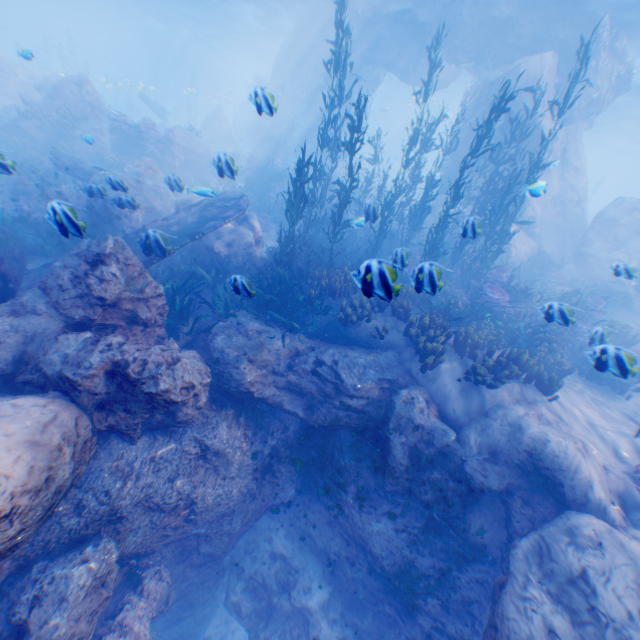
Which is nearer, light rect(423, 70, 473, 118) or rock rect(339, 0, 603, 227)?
rock rect(339, 0, 603, 227)

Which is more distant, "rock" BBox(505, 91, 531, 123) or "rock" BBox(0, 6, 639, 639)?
"rock" BBox(505, 91, 531, 123)

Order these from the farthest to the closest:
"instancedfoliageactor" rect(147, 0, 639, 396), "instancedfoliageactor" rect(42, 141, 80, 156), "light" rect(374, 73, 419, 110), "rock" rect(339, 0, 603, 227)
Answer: "light" rect(374, 73, 419, 110) → "instancedfoliageactor" rect(42, 141, 80, 156) → "rock" rect(339, 0, 603, 227) → "instancedfoliageactor" rect(147, 0, 639, 396)

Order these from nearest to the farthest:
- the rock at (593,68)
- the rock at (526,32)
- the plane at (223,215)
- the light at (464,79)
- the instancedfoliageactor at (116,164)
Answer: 1. the plane at (223,215)
2. the rock at (593,68)
3. the rock at (526,32)
4. the instancedfoliageactor at (116,164)
5. the light at (464,79)

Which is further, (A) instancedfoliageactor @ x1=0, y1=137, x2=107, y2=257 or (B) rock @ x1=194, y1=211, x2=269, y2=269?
(B) rock @ x1=194, y1=211, x2=269, y2=269

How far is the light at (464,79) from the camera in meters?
32.5 m

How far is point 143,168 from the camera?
13.8 meters
